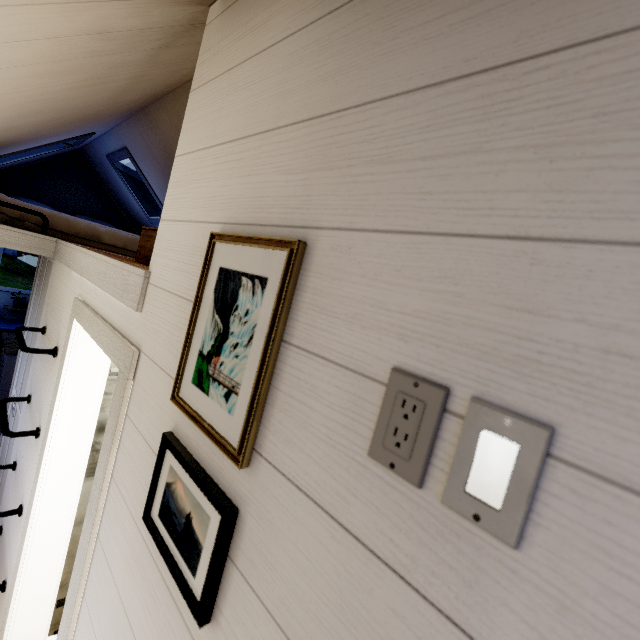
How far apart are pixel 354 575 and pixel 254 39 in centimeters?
118cm

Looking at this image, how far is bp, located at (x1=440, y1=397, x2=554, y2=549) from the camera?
0.3m

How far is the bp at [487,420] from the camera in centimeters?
33cm
